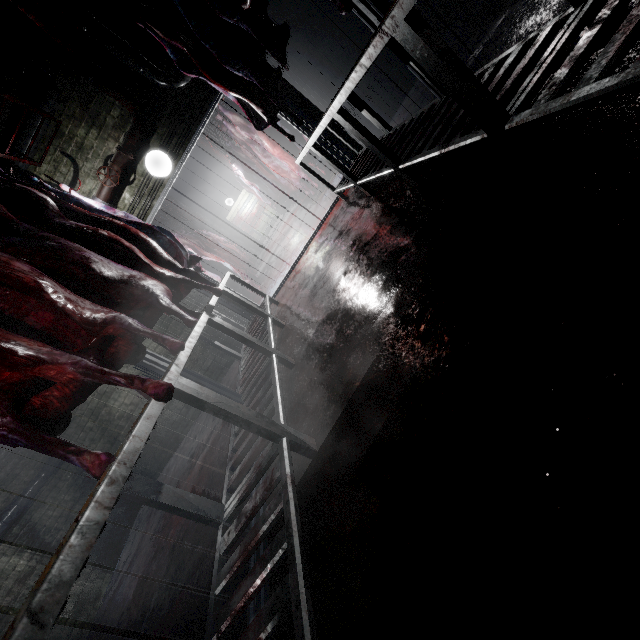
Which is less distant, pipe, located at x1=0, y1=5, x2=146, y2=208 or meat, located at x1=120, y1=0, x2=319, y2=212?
meat, located at x1=120, y1=0, x2=319, y2=212

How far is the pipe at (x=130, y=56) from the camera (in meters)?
3.49

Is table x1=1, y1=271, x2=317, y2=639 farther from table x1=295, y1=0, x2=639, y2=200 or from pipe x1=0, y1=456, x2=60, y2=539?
pipe x1=0, y1=456, x2=60, y2=539

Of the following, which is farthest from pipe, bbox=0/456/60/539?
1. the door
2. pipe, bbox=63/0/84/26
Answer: the door

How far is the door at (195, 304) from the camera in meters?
4.6

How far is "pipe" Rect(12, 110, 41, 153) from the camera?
3.6m

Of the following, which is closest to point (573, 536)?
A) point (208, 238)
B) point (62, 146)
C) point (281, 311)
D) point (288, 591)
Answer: point (288, 591)

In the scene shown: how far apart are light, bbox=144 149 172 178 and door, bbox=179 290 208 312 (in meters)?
0.49
